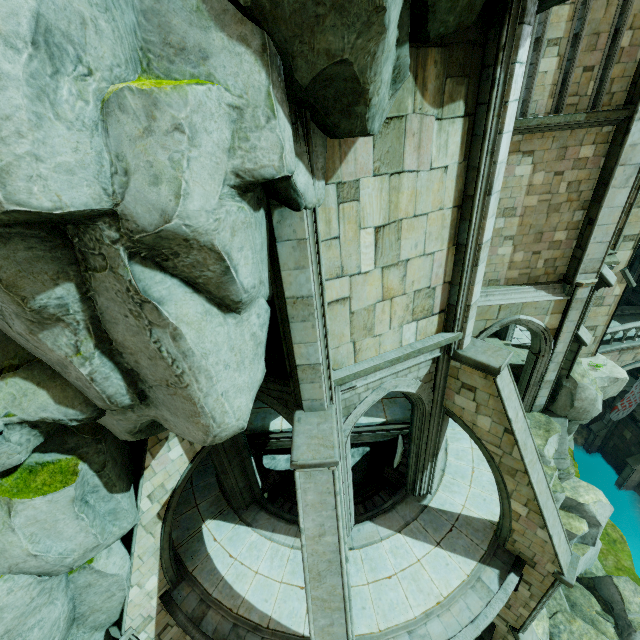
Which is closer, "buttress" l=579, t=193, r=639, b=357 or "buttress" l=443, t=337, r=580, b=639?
"buttress" l=443, t=337, r=580, b=639

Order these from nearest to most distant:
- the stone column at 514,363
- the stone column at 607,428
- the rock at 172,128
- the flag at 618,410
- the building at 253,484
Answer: the rock at 172,128, the building at 253,484, the stone column at 514,363, the flag at 618,410, the stone column at 607,428

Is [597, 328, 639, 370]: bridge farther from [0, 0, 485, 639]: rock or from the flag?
[0, 0, 485, 639]: rock

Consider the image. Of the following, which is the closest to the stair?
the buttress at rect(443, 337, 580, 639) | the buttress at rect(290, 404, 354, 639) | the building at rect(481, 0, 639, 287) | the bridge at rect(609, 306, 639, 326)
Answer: the bridge at rect(609, 306, 639, 326)

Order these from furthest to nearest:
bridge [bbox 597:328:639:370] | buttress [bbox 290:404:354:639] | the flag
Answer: the flag < bridge [bbox 597:328:639:370] < buttress [bbox 290:404:354:639]

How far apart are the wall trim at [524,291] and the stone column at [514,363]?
5.76m

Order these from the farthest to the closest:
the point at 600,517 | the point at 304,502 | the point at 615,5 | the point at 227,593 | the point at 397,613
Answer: the point at 600,517
the point at 227,593
the point at 397,613
the point at 615,5
the point at 304,502

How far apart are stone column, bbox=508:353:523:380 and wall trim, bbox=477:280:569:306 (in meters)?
5.76
